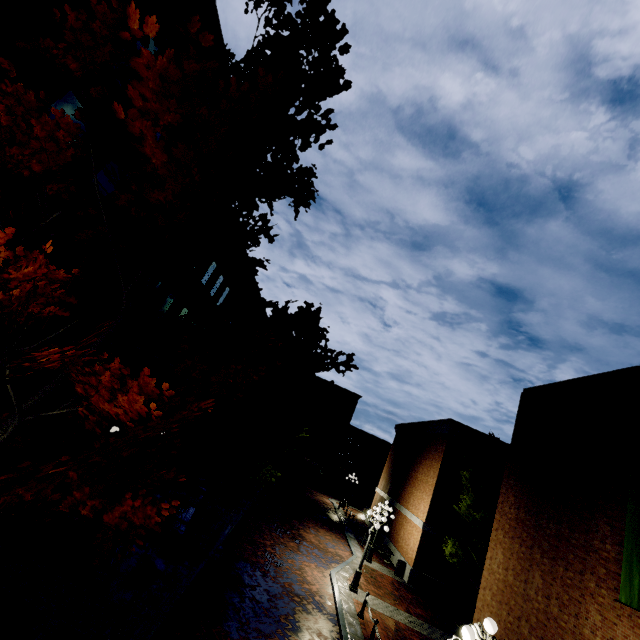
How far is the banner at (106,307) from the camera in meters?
10.2

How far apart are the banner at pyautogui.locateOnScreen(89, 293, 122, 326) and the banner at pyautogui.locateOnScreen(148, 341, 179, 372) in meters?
4.9 m

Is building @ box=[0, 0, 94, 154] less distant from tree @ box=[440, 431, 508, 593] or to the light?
tree @ box=[440, 431, 508, 593]

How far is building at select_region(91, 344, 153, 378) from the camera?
12.5 meters

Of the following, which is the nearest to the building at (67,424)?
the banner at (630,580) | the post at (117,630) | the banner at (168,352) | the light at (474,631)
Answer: the banner at (168,352)

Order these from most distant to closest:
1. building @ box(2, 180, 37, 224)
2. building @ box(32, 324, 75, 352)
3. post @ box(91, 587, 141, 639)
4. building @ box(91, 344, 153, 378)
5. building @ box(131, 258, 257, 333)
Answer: building @ box(131, 258, 257, 333) < building @ box(91, 344, 153, 378) < building @ box(32, 324, 75, 352) < building @ box(2, 180, 37, 224) < post @ box(91, 587, 141, 639)

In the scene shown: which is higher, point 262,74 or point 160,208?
point 262,74

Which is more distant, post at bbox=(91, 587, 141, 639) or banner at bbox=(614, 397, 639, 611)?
banner at bbox=(614, 397, 639, 611)
